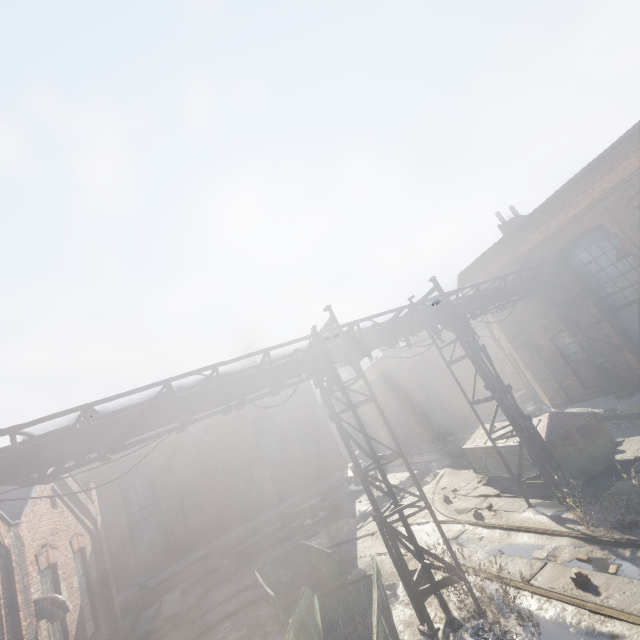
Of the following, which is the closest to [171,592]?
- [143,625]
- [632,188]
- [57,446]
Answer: [143,625]

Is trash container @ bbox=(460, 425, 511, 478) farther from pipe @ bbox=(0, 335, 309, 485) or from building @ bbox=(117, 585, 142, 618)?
building @ bbox=(117, 585, 142, 618)

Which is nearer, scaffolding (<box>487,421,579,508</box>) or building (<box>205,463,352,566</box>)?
scaffolding (<box>487,421,579,508</box>)

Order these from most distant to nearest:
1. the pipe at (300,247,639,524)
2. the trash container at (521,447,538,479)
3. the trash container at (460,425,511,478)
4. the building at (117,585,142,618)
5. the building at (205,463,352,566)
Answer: the building at (205,463,352,566) → the building at (117,585,142,618) → the trash container at (460,425,511,478) → the trash container at (521,447,538,479) → the pipe at (300,247,639,524)

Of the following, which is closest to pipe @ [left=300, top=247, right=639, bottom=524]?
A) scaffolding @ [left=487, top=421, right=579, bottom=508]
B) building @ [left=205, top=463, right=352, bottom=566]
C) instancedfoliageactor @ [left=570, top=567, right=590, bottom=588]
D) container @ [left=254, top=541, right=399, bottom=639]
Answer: scaffolding @ [left=487, top=421, right=579, bottom=508]

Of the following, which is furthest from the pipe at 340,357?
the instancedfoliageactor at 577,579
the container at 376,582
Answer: the instancedfoliageactor at 577,579

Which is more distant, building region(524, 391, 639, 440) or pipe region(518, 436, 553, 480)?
building region(524, 391, 639, 440)

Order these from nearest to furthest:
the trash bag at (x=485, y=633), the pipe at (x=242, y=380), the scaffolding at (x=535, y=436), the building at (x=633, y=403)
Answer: the trash bag at (x=485, y=633), the pipe at (x=242, y=380), the scaffolding at (x=535, y=436), the building at (x=633, y=403)
